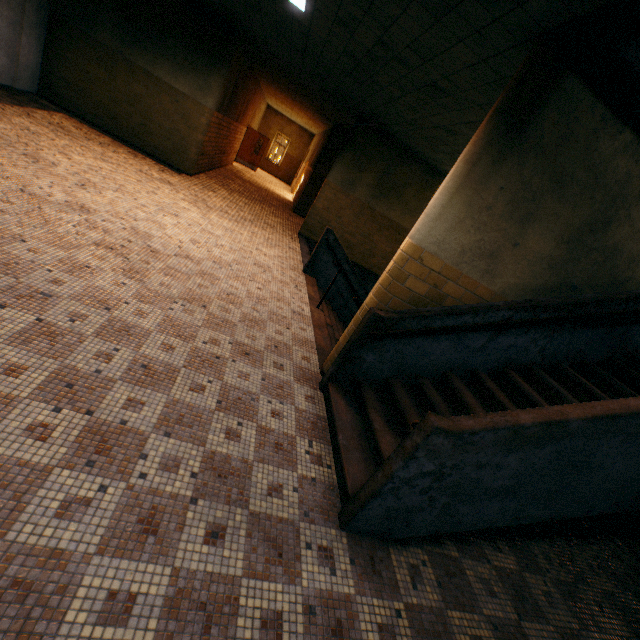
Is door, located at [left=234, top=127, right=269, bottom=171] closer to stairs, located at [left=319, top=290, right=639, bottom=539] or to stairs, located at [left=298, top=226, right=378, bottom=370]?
→ stairs, located at [left=298, top=226, right=378, bottom=370]

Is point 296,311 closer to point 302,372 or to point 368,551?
point 302,372

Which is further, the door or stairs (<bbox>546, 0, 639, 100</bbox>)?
the door

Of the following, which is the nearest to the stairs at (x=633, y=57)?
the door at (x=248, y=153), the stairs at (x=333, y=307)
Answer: the stairs at (x=333, y=307)

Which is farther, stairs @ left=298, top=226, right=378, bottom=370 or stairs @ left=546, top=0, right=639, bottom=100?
stairs @ left=298, top=226, right=378, bottom=370

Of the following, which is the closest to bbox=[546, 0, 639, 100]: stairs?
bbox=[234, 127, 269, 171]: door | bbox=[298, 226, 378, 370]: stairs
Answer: bbox=[298, 226, 378, 370]: stairs

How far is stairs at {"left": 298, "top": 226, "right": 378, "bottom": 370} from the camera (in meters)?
5.46
